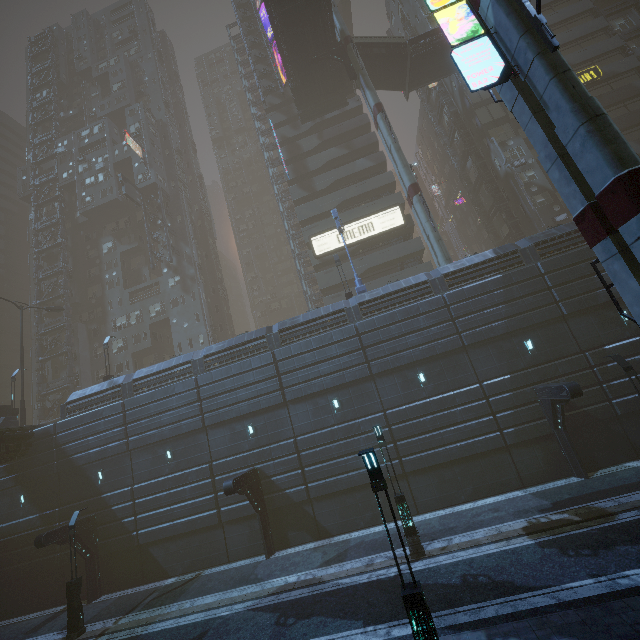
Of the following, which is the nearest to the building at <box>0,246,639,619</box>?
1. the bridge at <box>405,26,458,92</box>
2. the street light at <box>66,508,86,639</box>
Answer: the bridge at <box>405,26,458,92</box>

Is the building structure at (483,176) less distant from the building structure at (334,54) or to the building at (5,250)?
the building at (5,250)

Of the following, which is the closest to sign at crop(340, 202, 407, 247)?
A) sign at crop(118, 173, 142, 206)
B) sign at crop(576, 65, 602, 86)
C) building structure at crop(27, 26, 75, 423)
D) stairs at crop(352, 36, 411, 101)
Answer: stairs at crop(352, 36, 411, 101)

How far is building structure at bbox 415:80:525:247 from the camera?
34.3m

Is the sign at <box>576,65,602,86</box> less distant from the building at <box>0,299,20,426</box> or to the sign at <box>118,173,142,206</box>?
the building at <box>0,299,20,426</box>

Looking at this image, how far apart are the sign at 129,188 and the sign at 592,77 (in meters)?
48.33

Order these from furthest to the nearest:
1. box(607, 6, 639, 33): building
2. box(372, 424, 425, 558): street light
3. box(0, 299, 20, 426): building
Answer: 1. box(607, 6, 639, 33): building
2. box(0, 299, 20, 426): building
3. box(372, 424, 425, 558): street light

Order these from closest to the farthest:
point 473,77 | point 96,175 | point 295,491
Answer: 1. point 473,77
2. point 295,491
3. point 96,175
